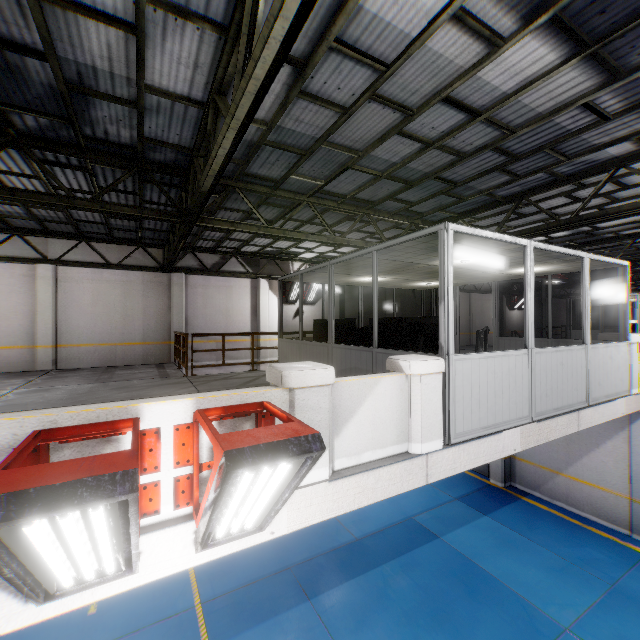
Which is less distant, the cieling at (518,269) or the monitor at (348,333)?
the cieling at (518,269)

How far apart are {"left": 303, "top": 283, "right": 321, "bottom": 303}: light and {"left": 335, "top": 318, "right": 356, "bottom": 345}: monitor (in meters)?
7.93

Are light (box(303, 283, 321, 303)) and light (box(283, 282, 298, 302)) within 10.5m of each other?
yes

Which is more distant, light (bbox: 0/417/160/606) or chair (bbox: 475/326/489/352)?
chair (bbox: 475/326/489/352)

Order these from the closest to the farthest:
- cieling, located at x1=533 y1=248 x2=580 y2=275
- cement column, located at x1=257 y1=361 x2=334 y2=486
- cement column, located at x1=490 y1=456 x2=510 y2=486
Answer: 1. cement column, located at x1=257 y1=361 x2=334 y2=486
2. cieling, located at x1=533 y1=248 x2=580 y2=275
3. cement column, located at x1=490 y1=456 x2=510 y2=486

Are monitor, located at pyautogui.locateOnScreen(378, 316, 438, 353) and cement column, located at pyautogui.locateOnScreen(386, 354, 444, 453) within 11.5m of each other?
yes

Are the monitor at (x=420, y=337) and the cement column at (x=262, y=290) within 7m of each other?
no

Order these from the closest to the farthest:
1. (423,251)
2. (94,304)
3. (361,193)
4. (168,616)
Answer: (423,251)
(168,616)
(361,193)
(94,304)
